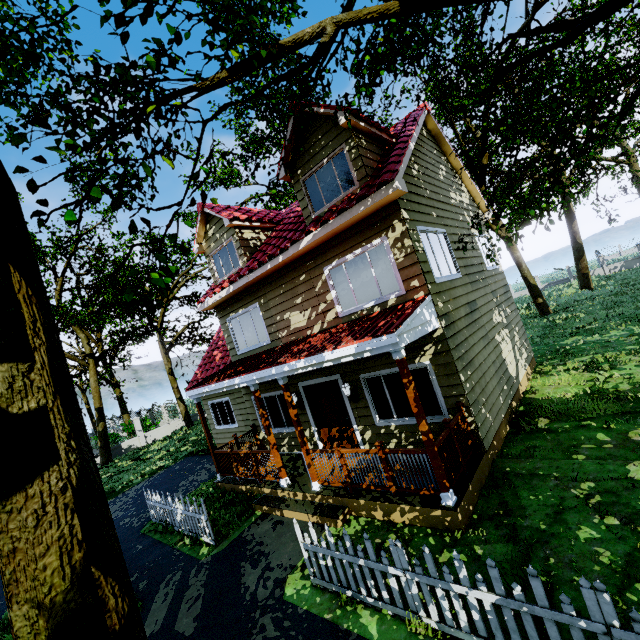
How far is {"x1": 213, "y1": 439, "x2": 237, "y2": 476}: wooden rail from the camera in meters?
9.9

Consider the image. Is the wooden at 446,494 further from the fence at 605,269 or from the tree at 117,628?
the tree at 117,628

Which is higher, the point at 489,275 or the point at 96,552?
the point at 489,275

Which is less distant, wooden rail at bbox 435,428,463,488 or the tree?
the tree

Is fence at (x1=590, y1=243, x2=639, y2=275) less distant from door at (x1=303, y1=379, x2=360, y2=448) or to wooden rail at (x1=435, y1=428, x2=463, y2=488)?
wooden rail at (x1=435, y1=428, x2=463, y2=488)

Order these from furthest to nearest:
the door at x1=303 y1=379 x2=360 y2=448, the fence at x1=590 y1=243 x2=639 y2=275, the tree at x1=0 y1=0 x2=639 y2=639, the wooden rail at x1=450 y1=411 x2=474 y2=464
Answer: the fence at x1=590 y1=243 x2=639 y2=275, the door at x1=303 y1=379 x2=360 y2=448, the wooden rail at x1=450 y1=411 x2=474 y2=464, the tree at x1=0 y1=0 x2=639 y2=639

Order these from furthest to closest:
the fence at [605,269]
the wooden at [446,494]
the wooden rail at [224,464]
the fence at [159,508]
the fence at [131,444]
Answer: the fence at [605,269], the fence at [131,444], the wooden rail at [224,464], the fence at [159,508], the wooden at [446,494]

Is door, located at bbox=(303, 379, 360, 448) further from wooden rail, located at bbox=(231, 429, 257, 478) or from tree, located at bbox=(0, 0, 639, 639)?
tree, located at bbox=(0, 0, 639, 639)
